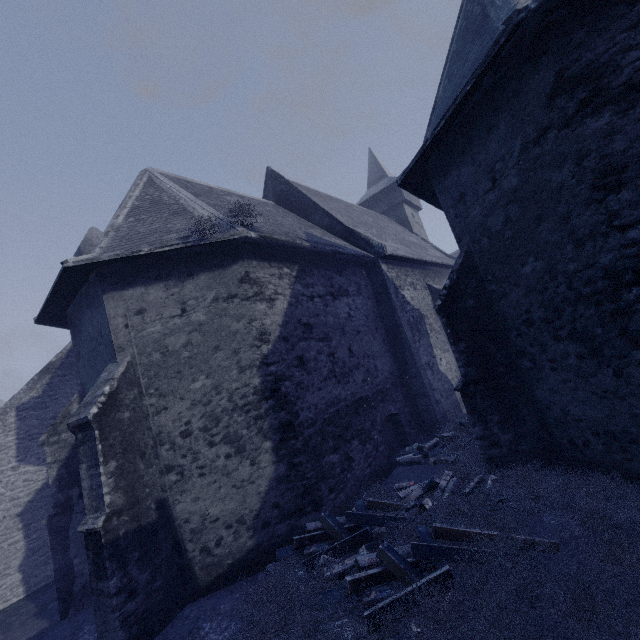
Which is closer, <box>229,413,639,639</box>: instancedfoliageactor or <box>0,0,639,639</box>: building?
<box>229,413,639,639</box>: instancedfoliageactor

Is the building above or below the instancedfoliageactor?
above

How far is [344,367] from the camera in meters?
9.4 m

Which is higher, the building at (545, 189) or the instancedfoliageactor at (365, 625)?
the building at (545, 189)

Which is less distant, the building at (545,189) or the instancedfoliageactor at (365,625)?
the instancedfoliageactor at (365,625)
